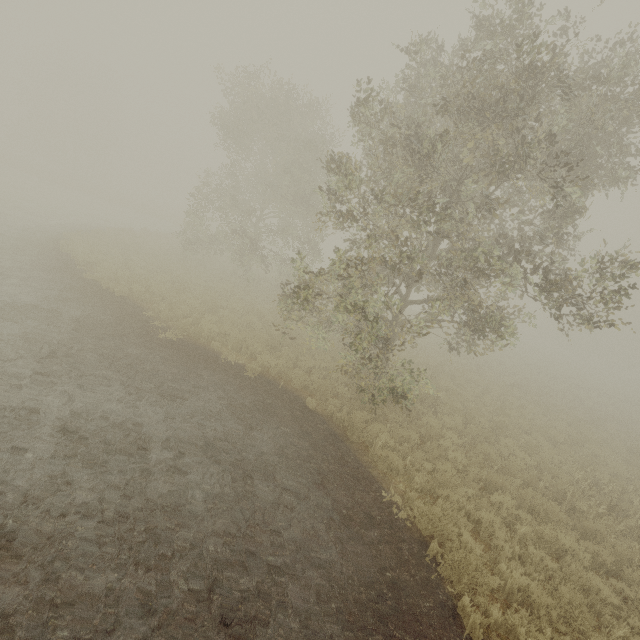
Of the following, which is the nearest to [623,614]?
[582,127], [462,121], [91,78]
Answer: [582,127]
